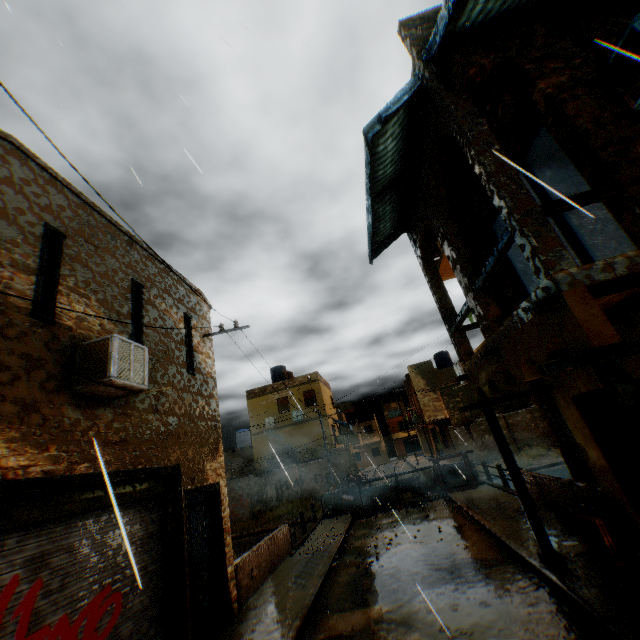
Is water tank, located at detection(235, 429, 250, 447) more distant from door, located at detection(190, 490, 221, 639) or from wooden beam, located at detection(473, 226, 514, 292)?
wooden beam, located at detection(473, 226, 514, 292)

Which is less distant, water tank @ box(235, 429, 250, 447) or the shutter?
the shutter

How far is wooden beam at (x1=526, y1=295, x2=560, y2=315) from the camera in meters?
3.7

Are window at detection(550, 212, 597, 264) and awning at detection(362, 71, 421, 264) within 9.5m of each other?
yes

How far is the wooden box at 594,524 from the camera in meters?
5.9

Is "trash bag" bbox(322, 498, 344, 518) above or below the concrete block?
below

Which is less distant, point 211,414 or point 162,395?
point 162,395

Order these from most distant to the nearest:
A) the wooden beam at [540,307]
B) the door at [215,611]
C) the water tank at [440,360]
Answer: the water tank at [440,360] < the door at [215,611] < the wooden beam at [540,307]
